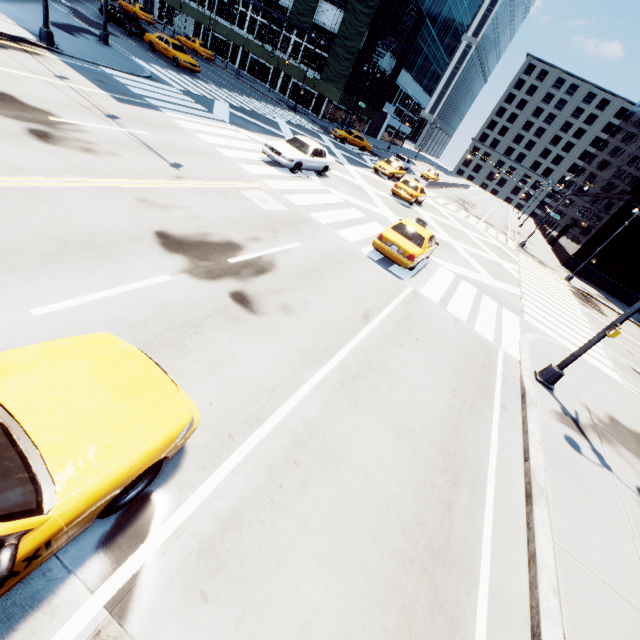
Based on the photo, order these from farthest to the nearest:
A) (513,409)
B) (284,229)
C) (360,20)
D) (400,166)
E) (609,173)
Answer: (609,173)
(360,20)
(400,166)
(284,229)
(513,409)

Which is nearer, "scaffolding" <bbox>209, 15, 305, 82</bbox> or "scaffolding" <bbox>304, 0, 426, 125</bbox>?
"scaffolding" <bbox>304, 0, 426, 125</bbox>

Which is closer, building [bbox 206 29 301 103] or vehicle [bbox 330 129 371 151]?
vehicle [bbox 330 129 371 151]

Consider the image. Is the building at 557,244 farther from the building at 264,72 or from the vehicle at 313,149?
the building at 264,72

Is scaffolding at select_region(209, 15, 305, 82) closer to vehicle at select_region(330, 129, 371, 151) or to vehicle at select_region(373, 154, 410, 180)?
vehicle at select_region(330, 129, 371, 151)

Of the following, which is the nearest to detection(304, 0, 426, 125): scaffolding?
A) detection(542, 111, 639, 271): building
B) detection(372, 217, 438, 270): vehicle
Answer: detection(372, 217, 438, 270): vehicle

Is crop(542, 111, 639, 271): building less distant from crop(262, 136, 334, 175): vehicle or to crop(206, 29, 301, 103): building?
crop(262, 136, 334, 175): vehicle

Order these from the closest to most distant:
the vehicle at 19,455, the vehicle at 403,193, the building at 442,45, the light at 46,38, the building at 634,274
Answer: the vehicle at 19,455
the light at 46,38
the vehicle at 403,193
the building at 634,274
the building at 442,45
